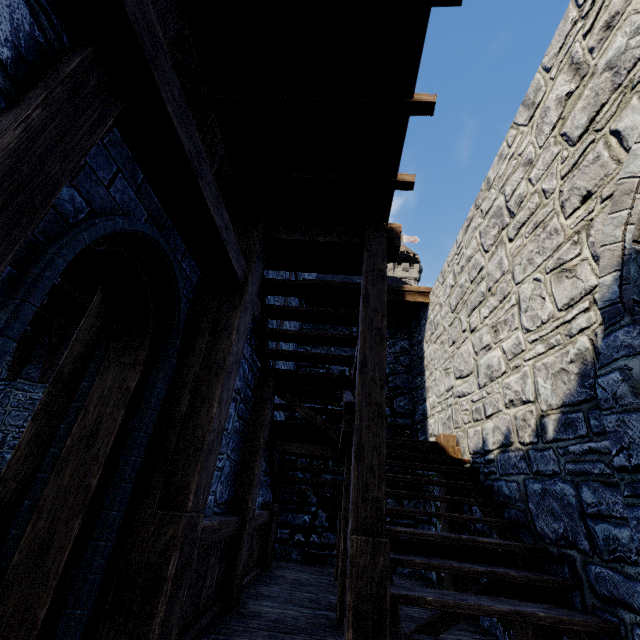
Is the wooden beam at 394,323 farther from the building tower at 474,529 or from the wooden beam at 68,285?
the wooden beam at 68,285

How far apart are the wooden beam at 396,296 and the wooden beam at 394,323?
1.09m

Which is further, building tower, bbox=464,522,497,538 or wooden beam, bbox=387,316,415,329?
wooden beam, bbox=387,316,415,329

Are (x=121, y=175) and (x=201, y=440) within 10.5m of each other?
yes

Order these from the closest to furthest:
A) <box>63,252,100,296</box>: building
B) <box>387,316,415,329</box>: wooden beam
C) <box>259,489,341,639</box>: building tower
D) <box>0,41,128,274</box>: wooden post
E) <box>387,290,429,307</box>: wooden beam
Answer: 1. <box>0,41,128,274</box>: wooden post
2. <box>259,489,341,639</box>: building tower
3. <box>63,252,100,296</box>: building
4. <box>387,290,429,307</box>: wooden beam
5. <box>387,316,415,329</box>: wooden beam

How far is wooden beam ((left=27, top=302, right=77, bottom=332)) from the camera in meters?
8.7

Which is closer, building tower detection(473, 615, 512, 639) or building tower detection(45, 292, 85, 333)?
building tower detection(473, 615, 512, 639)

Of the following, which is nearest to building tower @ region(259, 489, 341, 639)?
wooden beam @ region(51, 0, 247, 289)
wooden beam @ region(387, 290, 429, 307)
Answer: wooden beam @ region(387, 290, 429, 307)
